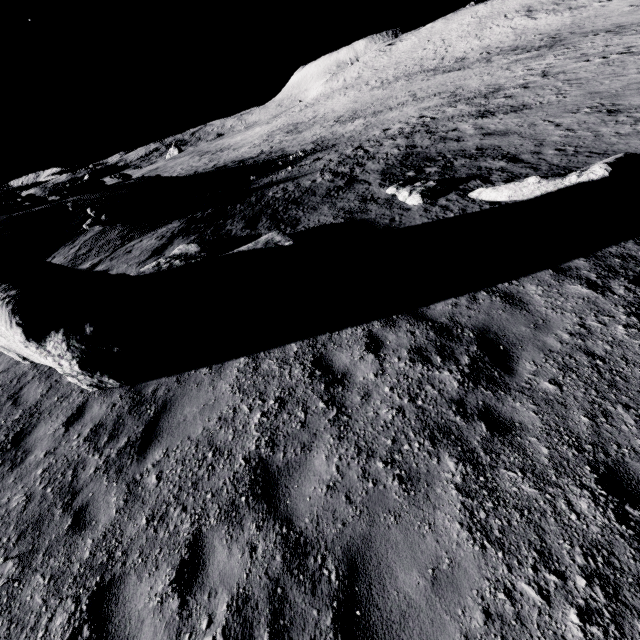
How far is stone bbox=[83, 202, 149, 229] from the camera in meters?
16.6 m

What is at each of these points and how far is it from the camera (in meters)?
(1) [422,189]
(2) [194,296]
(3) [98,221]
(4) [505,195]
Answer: (1) stone, 11.49
(2) stone, 7.27
(3) stone, 16.78
(4) stone, 9.62

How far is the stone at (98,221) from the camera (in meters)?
16.56

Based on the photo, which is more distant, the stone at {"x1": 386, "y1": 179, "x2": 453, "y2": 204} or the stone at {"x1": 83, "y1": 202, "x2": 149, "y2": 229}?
the stone at {"x1": 83, "y1": 202, "x2": 149, "y2": 229}

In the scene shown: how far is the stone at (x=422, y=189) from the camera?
11.0 meters

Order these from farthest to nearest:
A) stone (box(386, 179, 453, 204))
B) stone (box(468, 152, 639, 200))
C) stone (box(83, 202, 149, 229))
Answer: stone (box(83, 202, 149, 229)) → stone (box(386, 179, 453, 204)) → stone (box(468, 152, 639, 200))

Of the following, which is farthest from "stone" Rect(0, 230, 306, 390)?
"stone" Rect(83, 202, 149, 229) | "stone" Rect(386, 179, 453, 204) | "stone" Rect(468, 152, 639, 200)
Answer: "stone" Rect(83, 202, 149, 229)

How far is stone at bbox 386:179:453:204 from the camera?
11.05m
